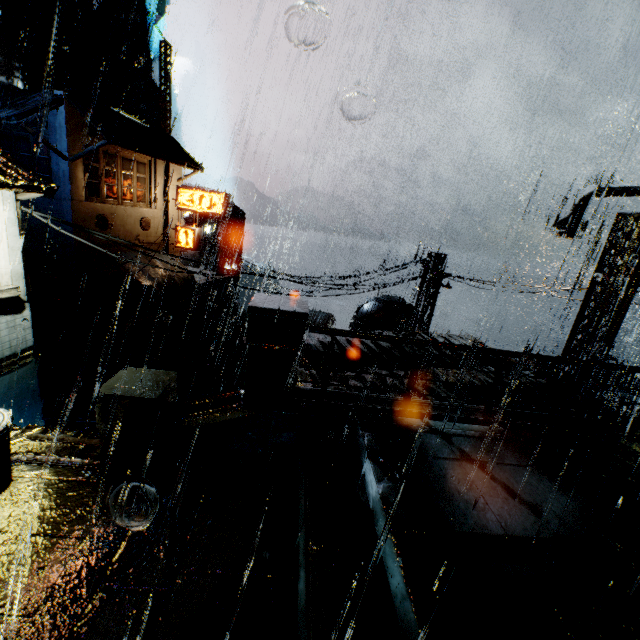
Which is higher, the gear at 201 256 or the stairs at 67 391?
the gear at 201 256

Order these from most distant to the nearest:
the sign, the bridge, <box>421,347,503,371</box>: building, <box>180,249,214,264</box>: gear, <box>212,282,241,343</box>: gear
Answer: <box>212,282,241,343</box>: gear, <box>180,249,214,264</box>: gear, the sign, <box>421,347,503,371</box>: building, the bridge

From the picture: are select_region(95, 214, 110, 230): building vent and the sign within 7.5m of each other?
yes

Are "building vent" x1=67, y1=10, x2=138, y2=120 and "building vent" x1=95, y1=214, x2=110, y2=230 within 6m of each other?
no

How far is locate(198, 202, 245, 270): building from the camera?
51.50m

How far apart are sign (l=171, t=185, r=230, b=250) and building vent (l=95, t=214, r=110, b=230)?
5.0m

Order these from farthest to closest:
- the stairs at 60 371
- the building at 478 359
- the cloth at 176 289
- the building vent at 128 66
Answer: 1. the building vent at 128 66
2. the cloth at 176 289
3. the stairs at 60 371
4. the building at 478 359

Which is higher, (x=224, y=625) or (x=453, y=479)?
(x=453, y=479)
